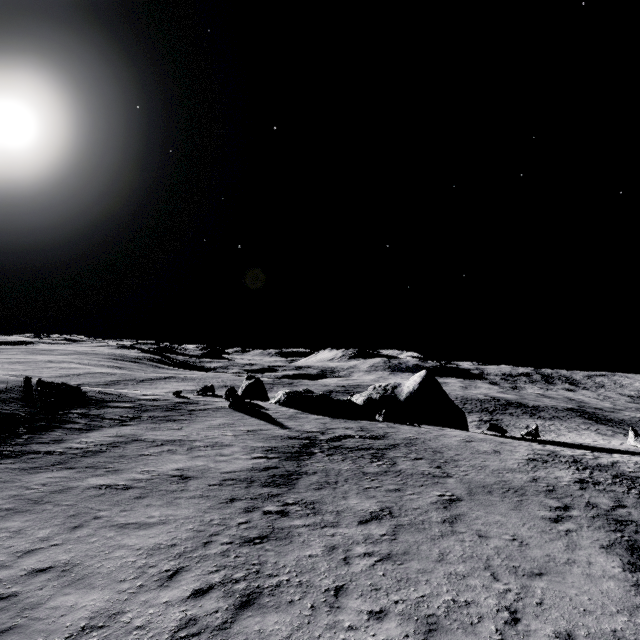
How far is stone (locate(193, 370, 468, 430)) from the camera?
33.6 meters

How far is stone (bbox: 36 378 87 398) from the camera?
23.7 meters

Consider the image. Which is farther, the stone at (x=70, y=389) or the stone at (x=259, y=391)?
the stone at (x=259, y=391)

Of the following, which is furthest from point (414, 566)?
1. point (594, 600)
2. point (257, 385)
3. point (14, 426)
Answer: point (257, 385)

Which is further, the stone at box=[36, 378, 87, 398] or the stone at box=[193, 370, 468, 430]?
the stone at box=[193, 370, 468, 430]

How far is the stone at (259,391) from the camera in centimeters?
3356cm
